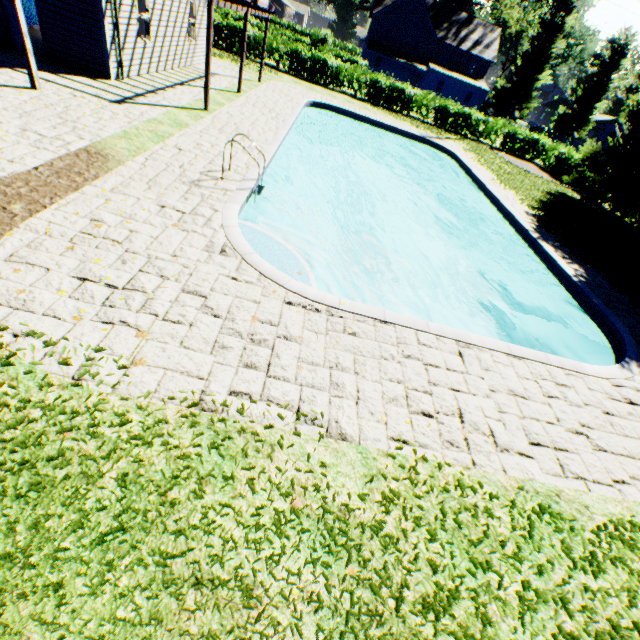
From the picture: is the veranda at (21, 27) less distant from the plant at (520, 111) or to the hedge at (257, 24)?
the plant at (520, 111)

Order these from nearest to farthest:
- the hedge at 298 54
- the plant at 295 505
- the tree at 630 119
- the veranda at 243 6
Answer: the plant at 295 505
the veranda at 243 6
the tree at 630 119
the hedge at 298 54

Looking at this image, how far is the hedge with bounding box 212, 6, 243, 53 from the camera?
23.7m

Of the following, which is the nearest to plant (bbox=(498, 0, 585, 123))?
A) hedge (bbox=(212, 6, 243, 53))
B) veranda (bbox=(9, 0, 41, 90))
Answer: hedge (bbox=(212, 6, 243, 53))

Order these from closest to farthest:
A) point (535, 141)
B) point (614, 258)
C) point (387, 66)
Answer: point (614, 258)
point (535, 141)
point (387, 66)

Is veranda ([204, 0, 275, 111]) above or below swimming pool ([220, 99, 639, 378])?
above

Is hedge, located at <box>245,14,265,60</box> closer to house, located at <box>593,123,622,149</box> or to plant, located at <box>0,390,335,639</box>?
plant, located at <box>0,390,335,639</box>
